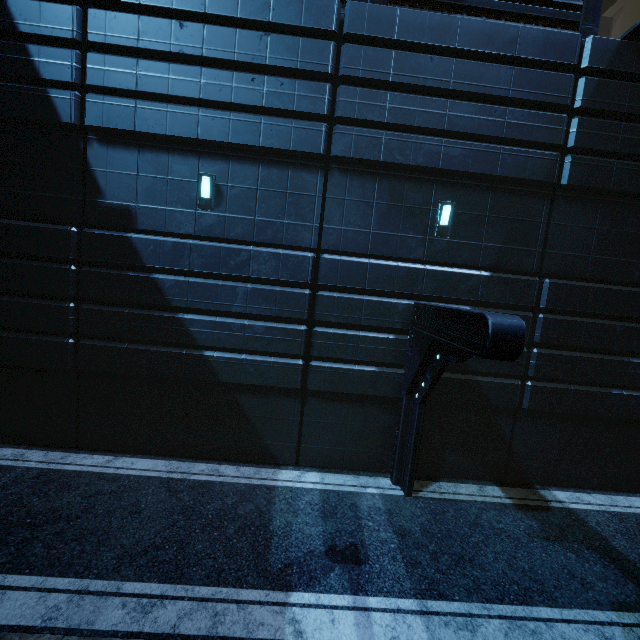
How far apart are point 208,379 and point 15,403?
5.2m
